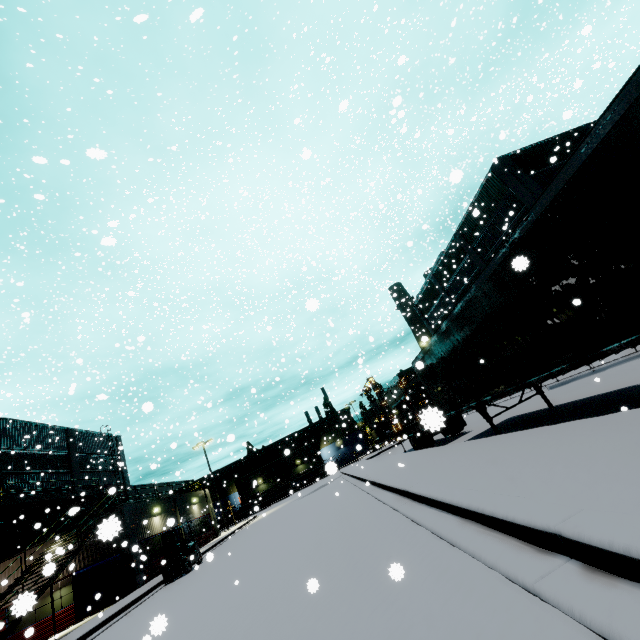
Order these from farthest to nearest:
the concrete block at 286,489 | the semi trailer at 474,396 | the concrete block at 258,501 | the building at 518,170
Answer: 1. the concrete block at 286,489
2. the concrete block at 258,501
3. the building at 518,170
4. the semi trailer at 474,396

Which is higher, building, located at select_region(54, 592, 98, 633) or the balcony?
the balcony

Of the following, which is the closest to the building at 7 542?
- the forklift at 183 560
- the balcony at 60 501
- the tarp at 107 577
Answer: the balcony at 60 501

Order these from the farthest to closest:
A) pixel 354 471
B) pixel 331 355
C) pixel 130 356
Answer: pixel 130 356 < pixel 331 355 < pixel 354 471

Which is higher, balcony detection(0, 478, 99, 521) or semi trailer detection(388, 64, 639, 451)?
balcony detection(0, 478, 99, 521)

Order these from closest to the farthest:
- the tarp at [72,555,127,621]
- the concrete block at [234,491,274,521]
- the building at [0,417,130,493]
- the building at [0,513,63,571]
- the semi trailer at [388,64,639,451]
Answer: the semi trailer at [388,64,639,451]
the tarp at [72,555,127,621]
the building at [0,513,63,571]
the building at [0,417,130,493]
the concrete block at [234,491,274,521]

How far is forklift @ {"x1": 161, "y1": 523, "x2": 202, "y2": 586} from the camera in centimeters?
1601cm

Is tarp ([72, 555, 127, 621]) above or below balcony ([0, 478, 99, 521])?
below
